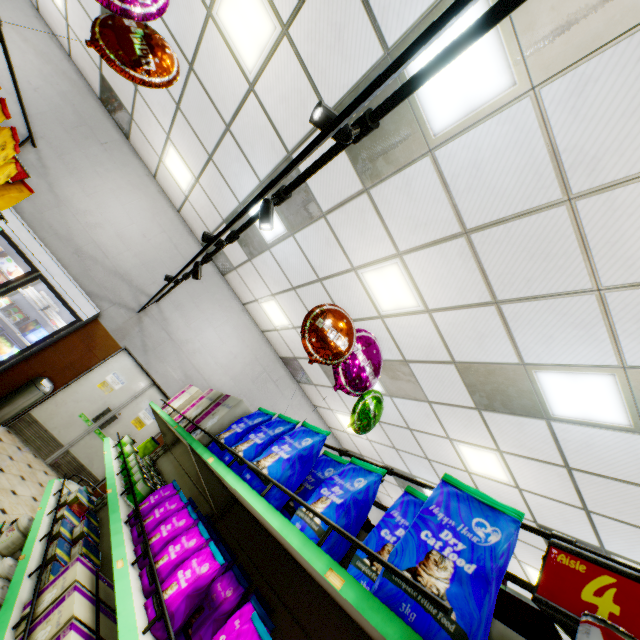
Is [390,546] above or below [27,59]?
below

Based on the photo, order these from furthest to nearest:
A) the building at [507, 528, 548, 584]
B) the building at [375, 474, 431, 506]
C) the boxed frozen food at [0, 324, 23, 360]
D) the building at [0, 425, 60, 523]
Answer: the building at [375, 474, 431, 506]
the building at [507, 528, 548, 584]
the boxed frozen food at [0, 324, 23, 360]
the building at [0, 425, 60, 523]

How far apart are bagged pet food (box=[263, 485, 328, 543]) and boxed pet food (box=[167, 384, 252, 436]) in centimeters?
12cm

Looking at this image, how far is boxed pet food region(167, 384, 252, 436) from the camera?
2.6m

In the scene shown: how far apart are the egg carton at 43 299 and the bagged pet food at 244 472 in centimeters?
511cm

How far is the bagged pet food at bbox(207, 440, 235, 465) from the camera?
2.0 meters

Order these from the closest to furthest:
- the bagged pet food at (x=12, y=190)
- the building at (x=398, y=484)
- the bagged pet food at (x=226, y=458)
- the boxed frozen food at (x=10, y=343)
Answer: the bagged pet food at (x=226, y=458), the bagged pet food at (x=12, y=190), the boxed frozen food at (x=10, y=343), the building at (x=398, y=484)

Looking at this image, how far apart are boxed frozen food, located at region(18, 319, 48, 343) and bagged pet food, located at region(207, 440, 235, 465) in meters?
5.0
